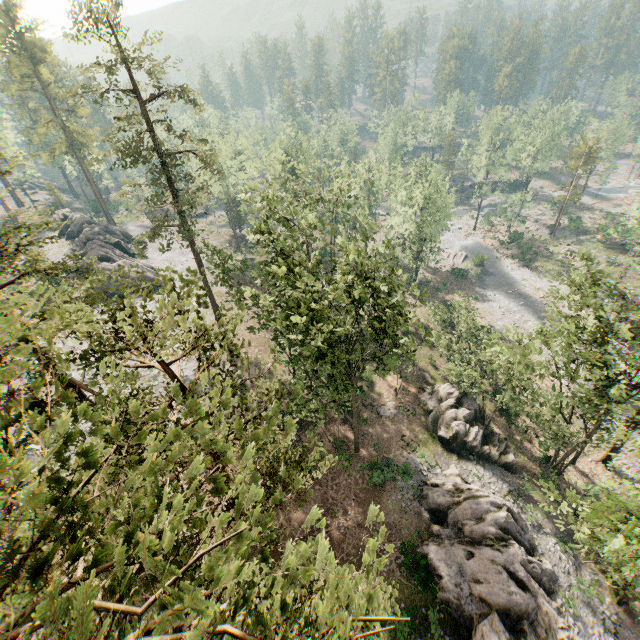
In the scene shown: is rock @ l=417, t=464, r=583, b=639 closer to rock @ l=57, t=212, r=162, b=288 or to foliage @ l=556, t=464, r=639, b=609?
foliage @ l=556, t=464, r=639, b=609

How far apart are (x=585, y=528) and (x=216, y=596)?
19.35m

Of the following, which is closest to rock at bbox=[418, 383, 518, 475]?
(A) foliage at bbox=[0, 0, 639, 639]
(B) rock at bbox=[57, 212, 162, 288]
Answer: (A) foliage at bbox=[0, 0, 639, 639]

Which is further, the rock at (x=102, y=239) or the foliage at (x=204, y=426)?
the rock at (x=102, y=239)

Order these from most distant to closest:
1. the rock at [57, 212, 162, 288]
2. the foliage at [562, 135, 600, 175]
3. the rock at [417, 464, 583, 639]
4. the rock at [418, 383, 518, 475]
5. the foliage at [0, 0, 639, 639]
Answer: the foliage at [562, 135, 600, 175] → the rock at [57, 212, 162, 288] → the rock at [418, 383, 518, 475] → the rock at [417, 464, 583, 639] → the foliage at [0, 0, 639, 639]

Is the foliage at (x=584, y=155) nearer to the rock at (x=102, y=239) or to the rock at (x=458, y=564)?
the rock at (x=102, y=239)
